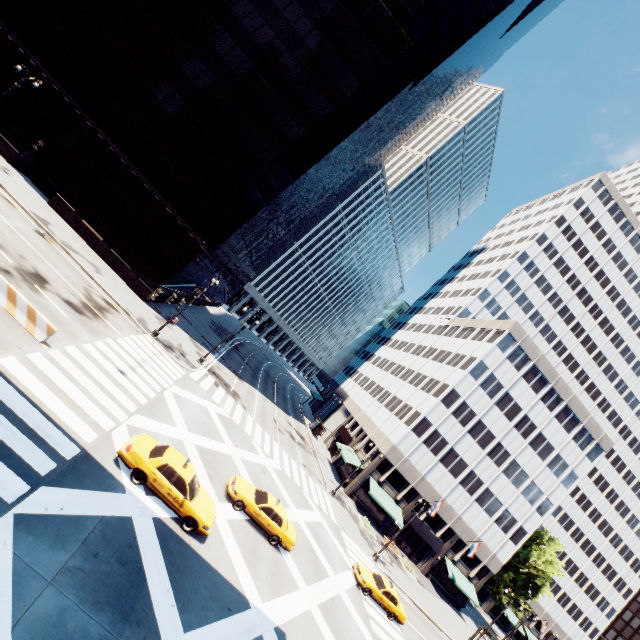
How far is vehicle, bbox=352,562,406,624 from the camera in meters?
23.5

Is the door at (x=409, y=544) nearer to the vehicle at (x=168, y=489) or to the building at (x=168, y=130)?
the vehicle at (x=168, y=489)

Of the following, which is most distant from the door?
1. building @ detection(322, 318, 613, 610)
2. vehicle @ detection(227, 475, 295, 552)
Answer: vehicle @ detection(227, 475, 295, 552)

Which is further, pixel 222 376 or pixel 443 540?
pixel 443 540

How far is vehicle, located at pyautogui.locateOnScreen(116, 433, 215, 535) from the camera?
13.2 meters

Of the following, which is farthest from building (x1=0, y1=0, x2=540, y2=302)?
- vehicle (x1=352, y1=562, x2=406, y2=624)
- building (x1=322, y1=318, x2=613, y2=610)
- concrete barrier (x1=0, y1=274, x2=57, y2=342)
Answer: building (x1=322, y1=318, x2=613, y2=610)

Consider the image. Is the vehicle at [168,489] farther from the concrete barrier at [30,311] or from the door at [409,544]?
the door at [409,544]

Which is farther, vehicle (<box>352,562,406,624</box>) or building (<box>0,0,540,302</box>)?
building (<box>0,0,540,302</box>)
